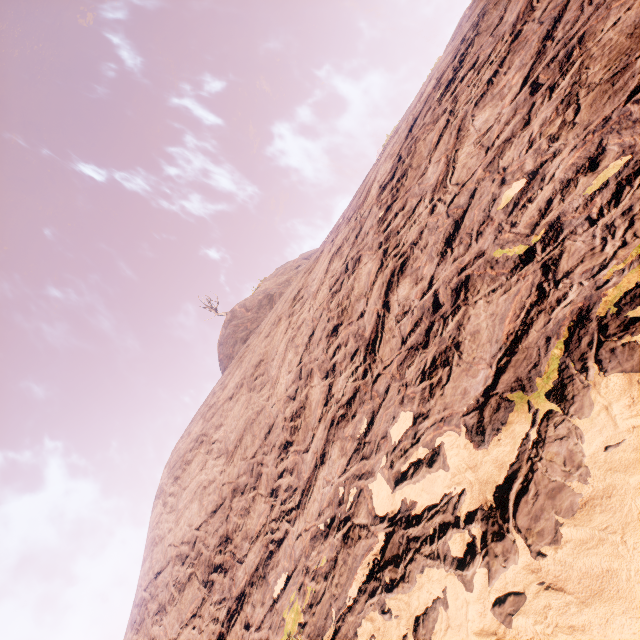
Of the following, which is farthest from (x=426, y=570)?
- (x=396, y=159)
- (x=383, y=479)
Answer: (x=396, y=159)
